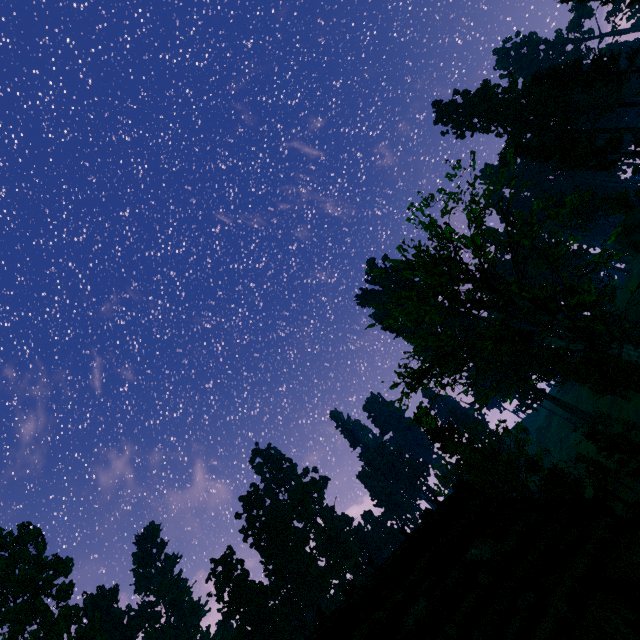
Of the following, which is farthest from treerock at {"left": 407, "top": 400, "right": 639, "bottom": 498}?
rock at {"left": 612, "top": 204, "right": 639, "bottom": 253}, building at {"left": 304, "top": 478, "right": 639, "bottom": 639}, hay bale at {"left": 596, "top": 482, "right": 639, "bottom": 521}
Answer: hay bale at {"left": 596, "top": 482, "right": 639, "bottom": 521}

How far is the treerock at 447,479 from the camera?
29.33m

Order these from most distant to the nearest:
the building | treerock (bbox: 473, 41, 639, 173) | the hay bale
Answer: treerock (bbox: 473, 41, 639, 173) → the hay bale → the building

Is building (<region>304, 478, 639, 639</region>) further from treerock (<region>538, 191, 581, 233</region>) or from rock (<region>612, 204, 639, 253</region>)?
rock (<region>612, 204, 639, 253</region>)

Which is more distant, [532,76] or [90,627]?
[90,627]

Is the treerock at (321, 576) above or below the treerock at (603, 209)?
above

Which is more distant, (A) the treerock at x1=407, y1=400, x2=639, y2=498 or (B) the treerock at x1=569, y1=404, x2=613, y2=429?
(B) the treerock at x1=569, y1=404, x2=613, y2=429
